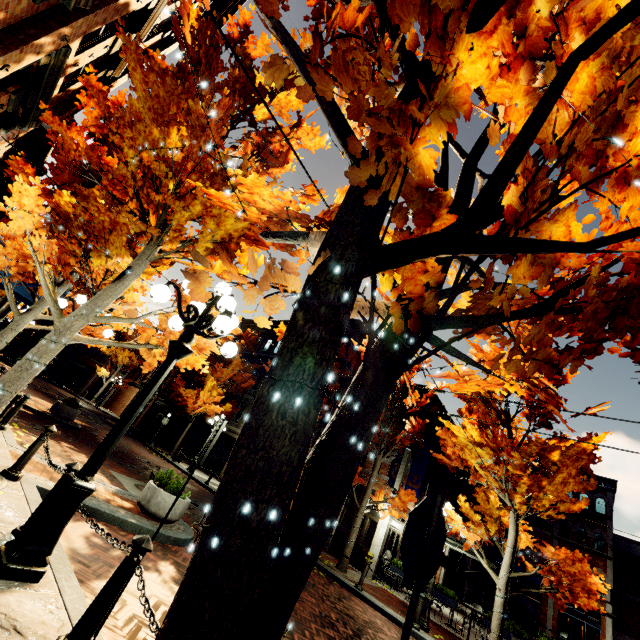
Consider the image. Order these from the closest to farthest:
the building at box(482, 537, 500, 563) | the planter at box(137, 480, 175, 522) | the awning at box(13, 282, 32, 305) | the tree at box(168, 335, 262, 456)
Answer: the tree at box(168, 335, 262, 456)
the planter at box(137, 480, 175, 522)
the awning at box(13, 282, 32, 305)
the building at box(482, 537, 500, 563)

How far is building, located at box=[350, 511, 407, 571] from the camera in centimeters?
1516cm

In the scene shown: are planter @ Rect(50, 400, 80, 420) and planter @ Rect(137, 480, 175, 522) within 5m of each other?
no

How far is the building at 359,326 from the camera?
24.7 meters

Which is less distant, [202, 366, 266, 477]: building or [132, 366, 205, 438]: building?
[202, 366, 266, 477]: building

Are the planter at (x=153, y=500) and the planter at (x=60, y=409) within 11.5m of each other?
yes

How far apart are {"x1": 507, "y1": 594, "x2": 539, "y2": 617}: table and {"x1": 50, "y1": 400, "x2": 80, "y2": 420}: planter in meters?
19.1

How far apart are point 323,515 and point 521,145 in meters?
1.6 m
